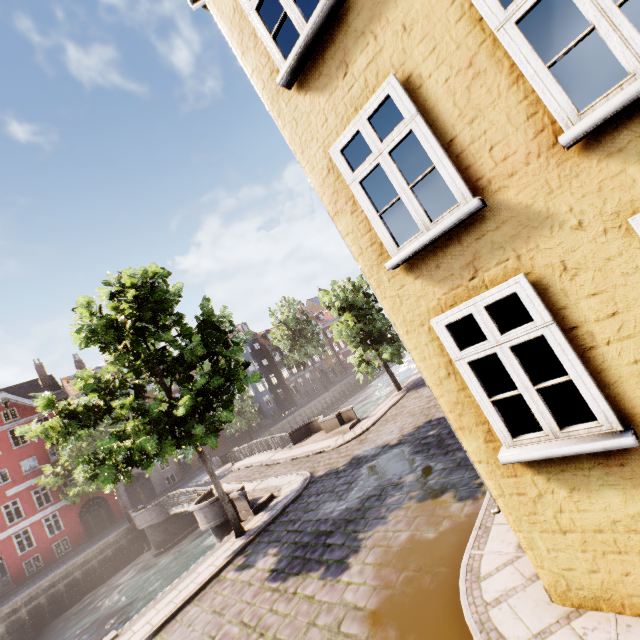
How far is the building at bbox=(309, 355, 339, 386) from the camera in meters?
57.5

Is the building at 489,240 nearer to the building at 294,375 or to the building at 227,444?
the building at 227,444

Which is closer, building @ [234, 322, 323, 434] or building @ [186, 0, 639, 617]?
building @ [186, 0, 639, 617]

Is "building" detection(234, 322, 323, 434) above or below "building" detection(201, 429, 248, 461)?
above

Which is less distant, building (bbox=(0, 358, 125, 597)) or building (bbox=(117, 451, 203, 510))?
building (bbox=(0, 358, 125, 597))

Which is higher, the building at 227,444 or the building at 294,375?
the building at 294,375

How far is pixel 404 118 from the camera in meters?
3.7

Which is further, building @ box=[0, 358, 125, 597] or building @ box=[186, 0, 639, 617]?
building @ box=[0, 358, 125, 597]
